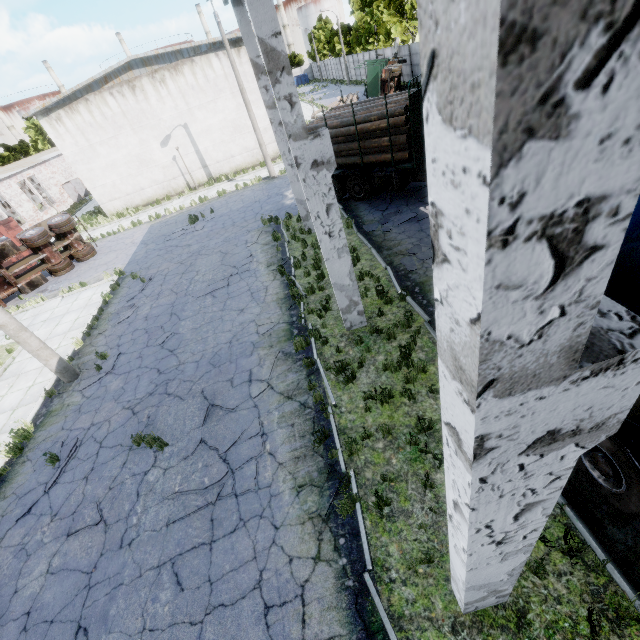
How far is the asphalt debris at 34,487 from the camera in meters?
7.4 m

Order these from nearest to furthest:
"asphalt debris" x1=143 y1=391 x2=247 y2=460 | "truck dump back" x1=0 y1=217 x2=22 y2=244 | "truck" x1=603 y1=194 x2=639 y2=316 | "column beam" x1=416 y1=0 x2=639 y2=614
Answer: "column beam" x1=416 y1=0 x2=639 y2=614
"truck" x1=603 y1=194 x2=639 y2=316
"asphalt debris" x1=143 y1=391 x2=247 y2=460
"truck dump back" x1=0 y1=217 x2=22 y2=244

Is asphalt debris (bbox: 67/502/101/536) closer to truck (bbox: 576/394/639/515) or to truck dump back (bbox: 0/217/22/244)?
truck (bbox: 576/394/639/515)

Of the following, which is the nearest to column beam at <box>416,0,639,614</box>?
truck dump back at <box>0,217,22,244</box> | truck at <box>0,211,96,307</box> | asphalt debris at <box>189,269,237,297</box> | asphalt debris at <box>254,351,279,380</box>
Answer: asphalt debris at <box>254,351,279,380</box>

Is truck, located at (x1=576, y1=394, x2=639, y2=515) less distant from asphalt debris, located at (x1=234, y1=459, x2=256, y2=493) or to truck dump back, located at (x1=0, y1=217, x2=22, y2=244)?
asphalt debris, located at (x1=234, y1=459, x2=256, y2=493)

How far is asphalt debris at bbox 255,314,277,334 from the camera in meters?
9.9

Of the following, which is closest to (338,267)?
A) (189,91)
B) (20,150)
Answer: (189,91)

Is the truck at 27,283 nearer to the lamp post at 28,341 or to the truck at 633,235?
the lamp post at 28,341
